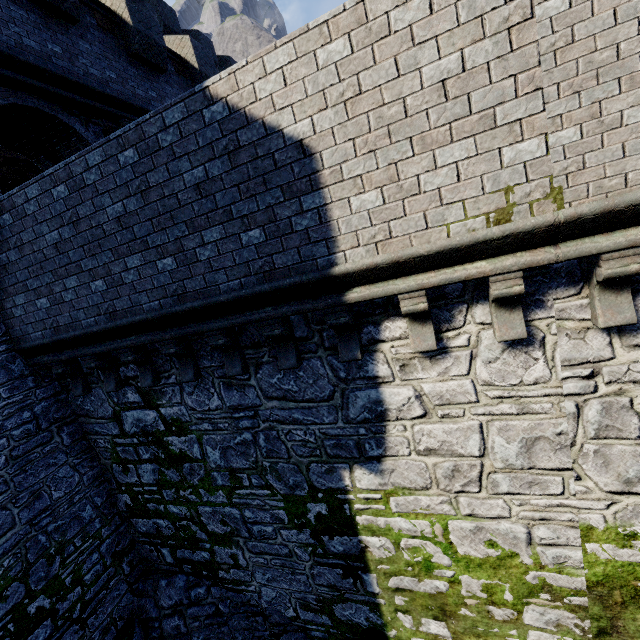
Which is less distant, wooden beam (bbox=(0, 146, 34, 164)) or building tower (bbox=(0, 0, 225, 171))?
building tower (bbox=(0, 0, 225, 171))

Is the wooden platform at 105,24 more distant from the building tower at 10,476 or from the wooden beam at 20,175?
the wooden beam at 20,175

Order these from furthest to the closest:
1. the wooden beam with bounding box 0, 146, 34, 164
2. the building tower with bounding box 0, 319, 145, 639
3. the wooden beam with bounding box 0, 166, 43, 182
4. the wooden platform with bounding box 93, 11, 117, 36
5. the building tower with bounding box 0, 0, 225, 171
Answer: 1. the wooden beam with bounding box 0, 166, 43, 182
2. the wooden beam with bounding box 0, 146, 34, 164
3. the wooden platform with bounding box 93, 11, 117, 36
4. the building tower with bounding box 0, 0, 225, 171
5. the building tower with bounding box 0, 319, 145, 639

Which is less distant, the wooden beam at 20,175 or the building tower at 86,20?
the building tower at 86,20

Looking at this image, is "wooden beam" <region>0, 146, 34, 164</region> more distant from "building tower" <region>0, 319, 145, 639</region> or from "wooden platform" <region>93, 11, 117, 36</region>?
"wooden platform" <region>93, 11, 117, 36</region>

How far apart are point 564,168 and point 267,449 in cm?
563
